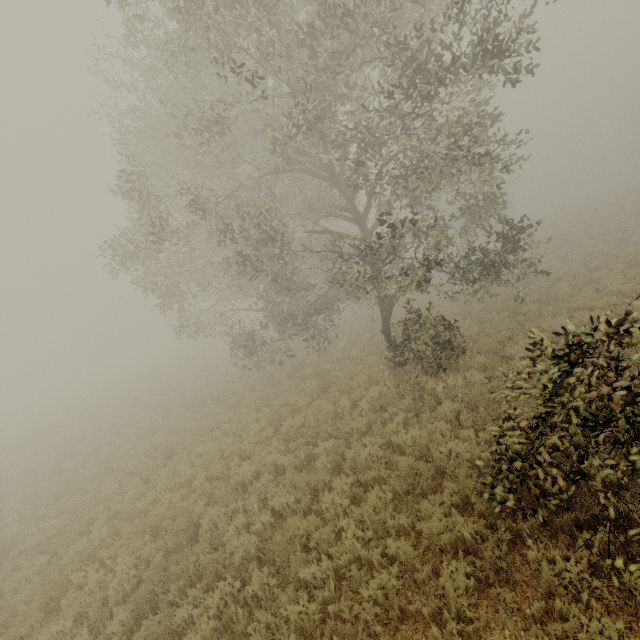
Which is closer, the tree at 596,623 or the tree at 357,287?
the tree at 596,623

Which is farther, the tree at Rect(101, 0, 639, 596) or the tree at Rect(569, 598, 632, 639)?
the tree at Rect(101, 0, 639, 596)

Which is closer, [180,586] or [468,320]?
[180,586]

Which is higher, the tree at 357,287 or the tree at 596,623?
the tree at 357,287

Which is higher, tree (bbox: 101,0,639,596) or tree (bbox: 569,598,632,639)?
tree (bbox: 101,0,639,596)
